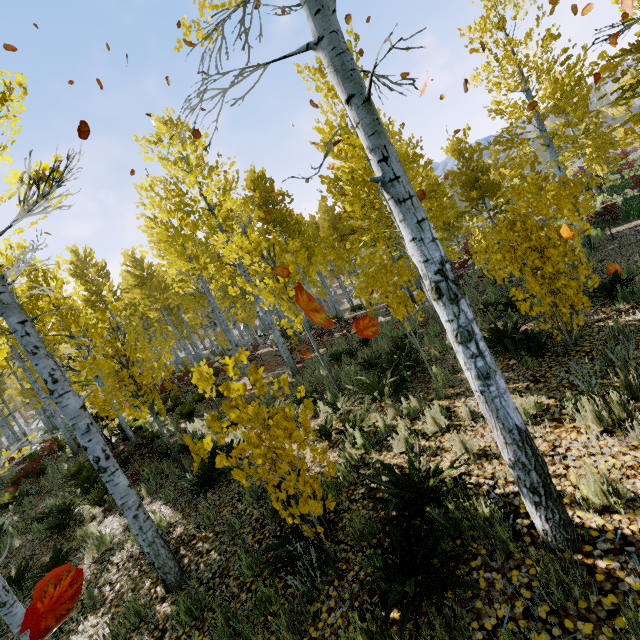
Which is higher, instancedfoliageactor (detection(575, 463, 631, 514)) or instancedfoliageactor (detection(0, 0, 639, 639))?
instancedfoliageactor (detection(0, 0, 639, 639))

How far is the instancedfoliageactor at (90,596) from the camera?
4.89m

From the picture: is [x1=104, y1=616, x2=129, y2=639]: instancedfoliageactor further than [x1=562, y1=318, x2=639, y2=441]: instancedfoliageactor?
Yes

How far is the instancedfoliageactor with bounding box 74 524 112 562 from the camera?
6.23m

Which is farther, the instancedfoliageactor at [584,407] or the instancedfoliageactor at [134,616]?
the instancedfoliageactor at [134,616]

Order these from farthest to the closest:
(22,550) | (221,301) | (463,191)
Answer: (463,191)
(221,301)
(22,550)
